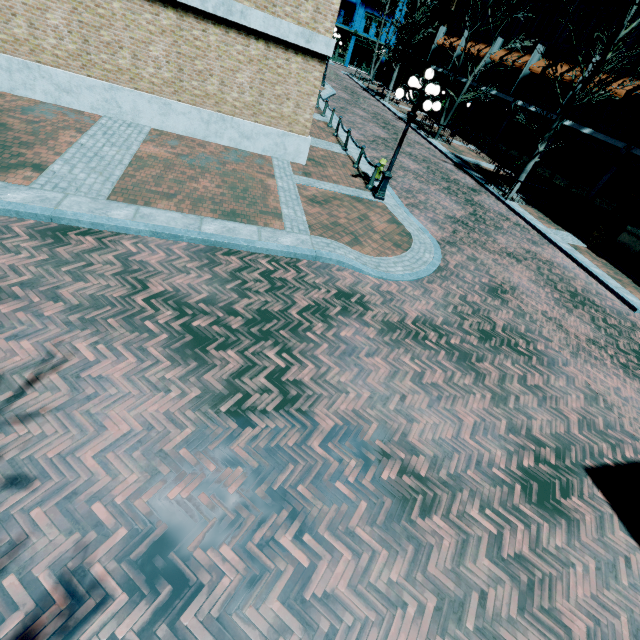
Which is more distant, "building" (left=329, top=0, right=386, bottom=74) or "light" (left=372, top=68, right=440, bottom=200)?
"building" (left=329, top=0, right=386, bottom=74)

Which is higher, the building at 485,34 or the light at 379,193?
the building at 485,34

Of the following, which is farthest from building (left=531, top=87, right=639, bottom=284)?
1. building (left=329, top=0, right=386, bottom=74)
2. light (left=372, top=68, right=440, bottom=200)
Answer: light (left=372, top=68, right=440, bottom=200)

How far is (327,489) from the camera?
3.9 meters

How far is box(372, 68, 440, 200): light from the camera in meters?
8.8 m

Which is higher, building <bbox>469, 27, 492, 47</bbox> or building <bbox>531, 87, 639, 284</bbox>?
building <bbox>469, 27, 492, 47</bbox>

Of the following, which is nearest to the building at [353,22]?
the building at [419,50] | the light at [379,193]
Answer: the building at [419,50]
